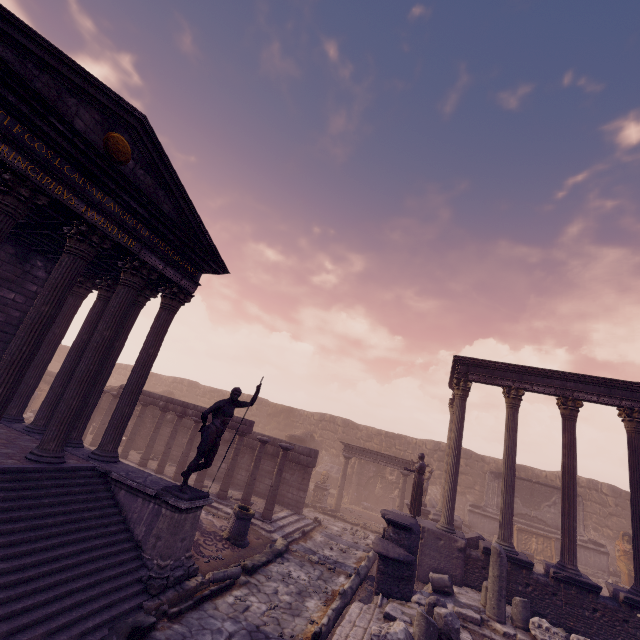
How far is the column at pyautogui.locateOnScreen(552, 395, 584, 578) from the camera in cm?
1020

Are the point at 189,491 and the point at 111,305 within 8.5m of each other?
yes

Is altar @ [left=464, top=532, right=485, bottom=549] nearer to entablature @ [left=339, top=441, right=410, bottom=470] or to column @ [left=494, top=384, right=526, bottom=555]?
column @ [left=494, top=384, right=526, bottom=555]

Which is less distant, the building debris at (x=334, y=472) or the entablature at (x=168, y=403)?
the entablature at (x=168, y=403)

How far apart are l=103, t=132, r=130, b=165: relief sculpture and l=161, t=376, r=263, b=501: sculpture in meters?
5.7

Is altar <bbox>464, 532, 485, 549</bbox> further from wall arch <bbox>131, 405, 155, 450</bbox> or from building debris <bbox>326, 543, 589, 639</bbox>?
wall arch <bbox>131, 405, 155, 450</bbox>

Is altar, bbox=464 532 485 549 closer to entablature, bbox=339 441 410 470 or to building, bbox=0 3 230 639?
entablature, bbox=339 441 410 470

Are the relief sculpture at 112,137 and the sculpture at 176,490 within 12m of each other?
yes
